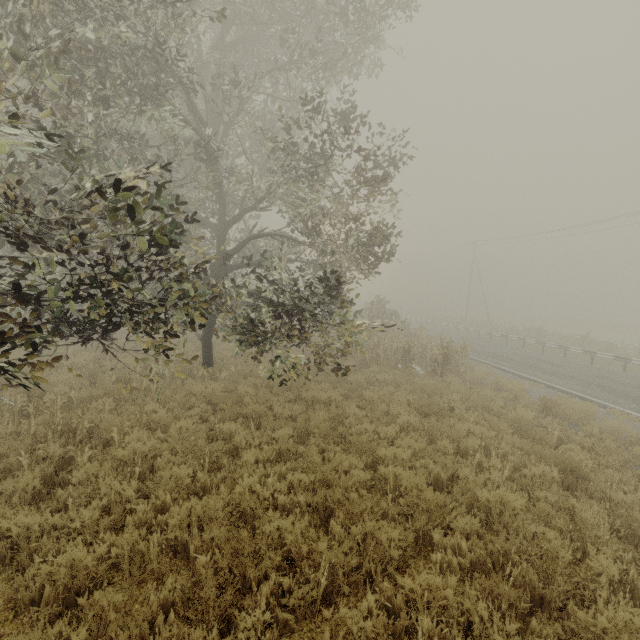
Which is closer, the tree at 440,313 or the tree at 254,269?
the tree at 254,269

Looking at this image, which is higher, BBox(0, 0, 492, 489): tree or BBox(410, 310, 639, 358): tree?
BBox(0, 0, 492, 489): tree

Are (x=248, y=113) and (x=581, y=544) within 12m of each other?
no

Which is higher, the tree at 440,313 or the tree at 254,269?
the tree at 254,269

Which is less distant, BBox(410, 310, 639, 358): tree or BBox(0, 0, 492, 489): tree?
BBox(0, 0, 492, 489): tree
